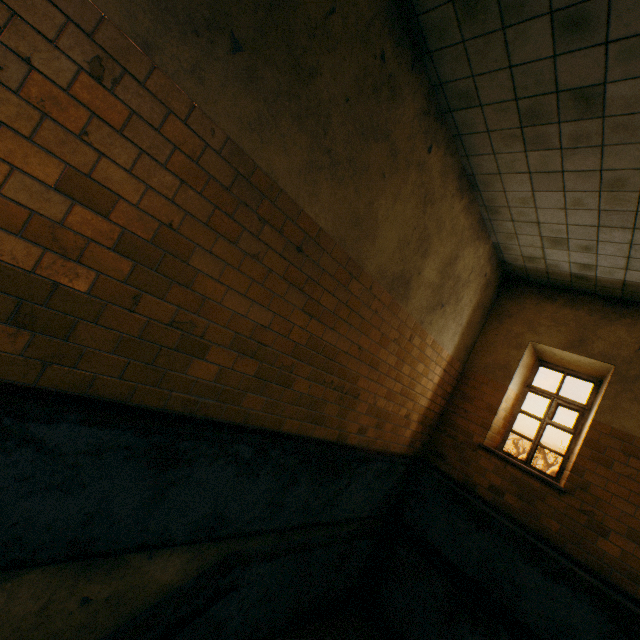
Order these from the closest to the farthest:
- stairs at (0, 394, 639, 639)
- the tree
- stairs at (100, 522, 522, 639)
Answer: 1. stairs at (0, 394, 639, 639)
2. stairs at (100, 522, 522, 639)
3. the tree

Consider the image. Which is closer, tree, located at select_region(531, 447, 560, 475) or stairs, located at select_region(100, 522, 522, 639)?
stairs, located at select_region(100, 522, 522, 639)

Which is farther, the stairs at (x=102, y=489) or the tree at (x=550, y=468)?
the tree at (x=550, y=468)

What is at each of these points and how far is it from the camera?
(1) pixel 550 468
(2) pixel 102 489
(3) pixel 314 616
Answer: (1) tree, 33.4m
(2) stairs, 2.2m
(3) stairs, 4.6m

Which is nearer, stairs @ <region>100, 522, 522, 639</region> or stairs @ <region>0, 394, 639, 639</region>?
stairs @ <region>0, 394, 639, 639</region>

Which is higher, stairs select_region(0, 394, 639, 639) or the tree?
the tree

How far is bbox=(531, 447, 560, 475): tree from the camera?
32.95m
